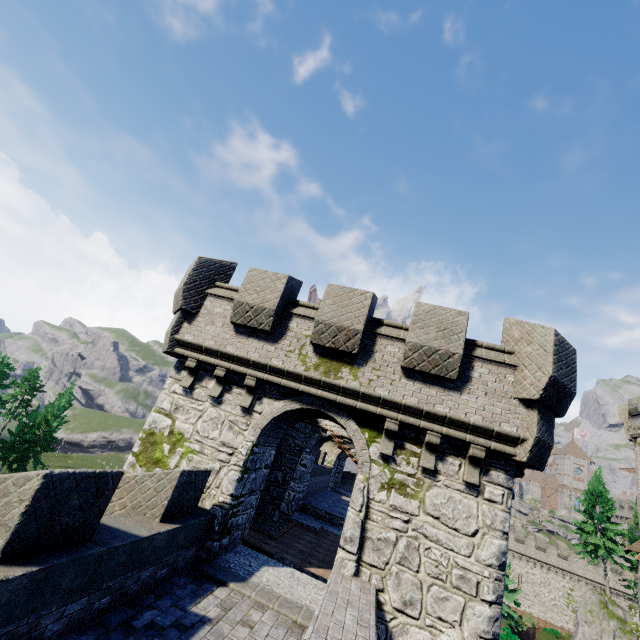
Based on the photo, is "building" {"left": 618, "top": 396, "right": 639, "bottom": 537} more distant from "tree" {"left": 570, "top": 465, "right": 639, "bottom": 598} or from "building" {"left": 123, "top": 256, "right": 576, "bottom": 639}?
"building" {"left": 123, "top": 256, "right": 576, "bottom": 639}

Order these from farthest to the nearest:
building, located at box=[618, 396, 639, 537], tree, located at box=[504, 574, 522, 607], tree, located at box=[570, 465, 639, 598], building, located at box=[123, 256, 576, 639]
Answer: tree, located at box=[570, 465, 639, 598] → tree, located at box=[504, 574, 522, 607] → building, located at box=[618, 396, 639, 537] → building, located at box=[123, 256, 576, 639]

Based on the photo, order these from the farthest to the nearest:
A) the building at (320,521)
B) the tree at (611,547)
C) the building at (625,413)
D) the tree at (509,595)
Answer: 1. the tree at (611,547)
2. the tree at (509,595)
3. the building at (625,413)
4. the building at (320,521)

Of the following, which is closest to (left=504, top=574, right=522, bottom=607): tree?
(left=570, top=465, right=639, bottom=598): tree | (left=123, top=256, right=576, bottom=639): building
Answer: (left=570, top=465, right=639, bottom=598): tree

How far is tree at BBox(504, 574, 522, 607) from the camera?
33.4m

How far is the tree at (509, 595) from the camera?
33.44m

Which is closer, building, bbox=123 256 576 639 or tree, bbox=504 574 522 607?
building, bbox=123 256 576 639

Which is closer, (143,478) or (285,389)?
(143,478)
